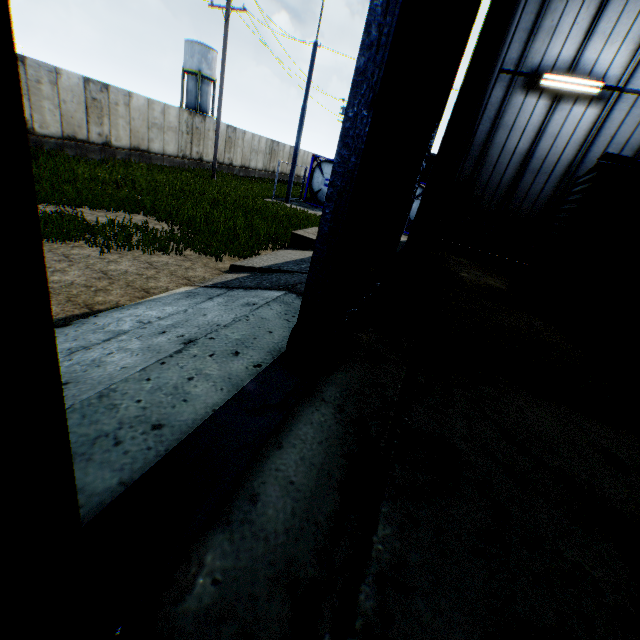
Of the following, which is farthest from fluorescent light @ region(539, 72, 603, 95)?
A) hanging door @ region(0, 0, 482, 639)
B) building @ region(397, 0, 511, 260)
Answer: hanging door @ region(0, 0, 482, 639)

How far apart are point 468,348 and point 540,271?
5.53m

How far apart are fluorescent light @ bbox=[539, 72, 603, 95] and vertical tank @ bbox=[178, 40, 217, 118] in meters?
45.8 m

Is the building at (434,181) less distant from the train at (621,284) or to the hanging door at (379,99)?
the hanging door at (379,99)

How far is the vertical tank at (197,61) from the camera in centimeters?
4112cm

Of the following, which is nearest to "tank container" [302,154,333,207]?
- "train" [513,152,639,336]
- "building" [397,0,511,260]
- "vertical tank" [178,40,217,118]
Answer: "building" [397,0,511,260]

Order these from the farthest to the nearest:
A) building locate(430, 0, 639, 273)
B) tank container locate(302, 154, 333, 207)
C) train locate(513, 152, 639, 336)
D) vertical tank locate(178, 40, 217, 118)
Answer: vertical tank locate(178, 40, 217, 118), tank container locate(302, 154, 333, 207), building locate(430, 0, 639, 273), train locate(513, 152, 639, 336)

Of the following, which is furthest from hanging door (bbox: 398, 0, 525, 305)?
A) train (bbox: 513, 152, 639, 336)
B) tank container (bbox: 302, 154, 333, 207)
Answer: tank container (bbox: 302, 154, 333, 207)
